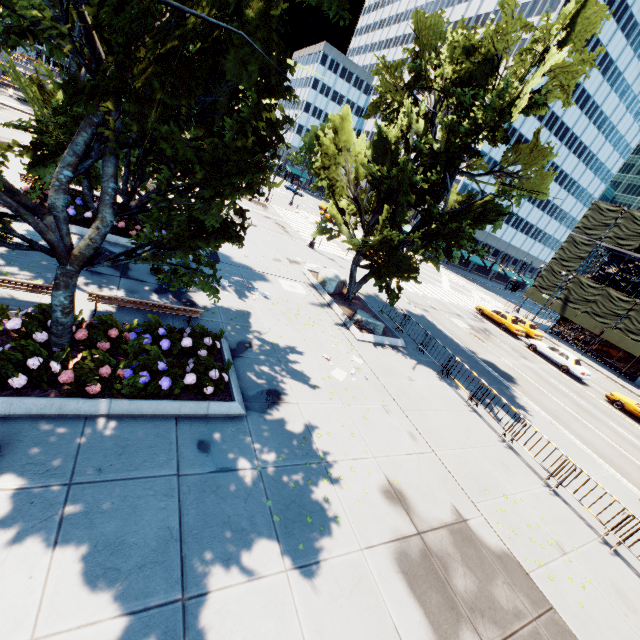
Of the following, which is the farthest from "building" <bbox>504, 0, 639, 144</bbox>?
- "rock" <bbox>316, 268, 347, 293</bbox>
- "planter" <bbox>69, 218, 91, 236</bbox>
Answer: "planter" <bbox>69, 218, 91, 236</bbox>

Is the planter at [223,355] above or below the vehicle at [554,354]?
below

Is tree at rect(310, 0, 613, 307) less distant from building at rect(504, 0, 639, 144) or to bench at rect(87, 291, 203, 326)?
building at rect(504, 0, 639, 144)

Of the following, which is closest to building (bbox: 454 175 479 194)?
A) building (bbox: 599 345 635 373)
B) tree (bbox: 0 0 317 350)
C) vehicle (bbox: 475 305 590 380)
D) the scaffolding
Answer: tree (bbox: 0 0 317 350)

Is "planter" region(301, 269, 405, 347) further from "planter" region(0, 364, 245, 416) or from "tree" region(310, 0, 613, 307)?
"planter" region(0, 364, 245, 416)

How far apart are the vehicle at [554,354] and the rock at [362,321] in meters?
19.2

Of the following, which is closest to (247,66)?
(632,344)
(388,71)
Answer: (388,71)

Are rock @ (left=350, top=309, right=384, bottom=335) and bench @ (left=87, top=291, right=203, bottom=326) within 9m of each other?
yes
